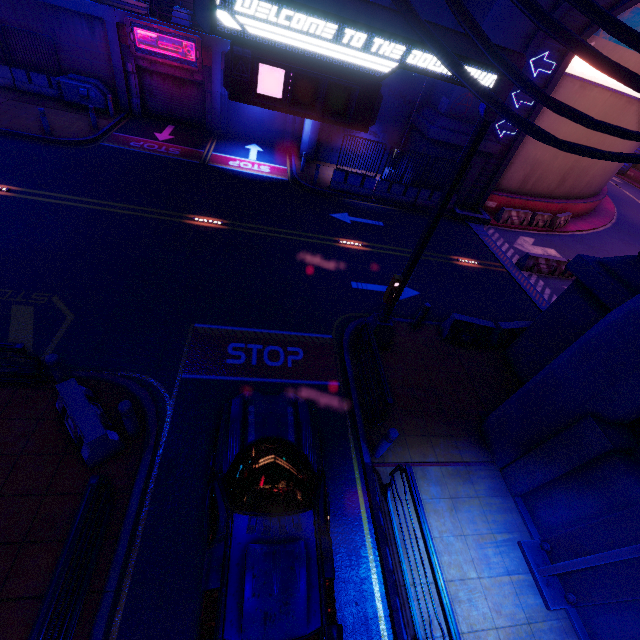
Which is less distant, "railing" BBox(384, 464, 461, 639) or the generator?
"railing" BBox(384, 464, 461, 639)

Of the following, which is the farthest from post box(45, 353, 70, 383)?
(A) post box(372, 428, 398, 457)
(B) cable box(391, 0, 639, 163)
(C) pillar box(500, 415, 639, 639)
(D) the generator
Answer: (D) the generator

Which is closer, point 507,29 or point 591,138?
point 507,29

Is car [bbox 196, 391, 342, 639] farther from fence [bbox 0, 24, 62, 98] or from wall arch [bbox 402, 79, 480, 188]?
fence [bbox 0, 24, 62, 98]

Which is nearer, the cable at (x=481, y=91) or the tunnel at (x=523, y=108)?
the cable at (x=481, y=91)

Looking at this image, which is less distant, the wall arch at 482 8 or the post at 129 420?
the post at 129 420

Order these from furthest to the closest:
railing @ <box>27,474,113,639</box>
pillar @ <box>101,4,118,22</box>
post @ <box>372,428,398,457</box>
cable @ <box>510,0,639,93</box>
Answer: pillar @ <box>101,4,118,22</box>, post @ <box>372,428,398,457</box>, railing @ <box>27,474,113,639</box>, cable @ <box>510,0,639,93</box>

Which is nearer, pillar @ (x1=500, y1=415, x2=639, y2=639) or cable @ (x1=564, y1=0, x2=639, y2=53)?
cable @ (x1=564, y1=0, x2=639, y2=53)
